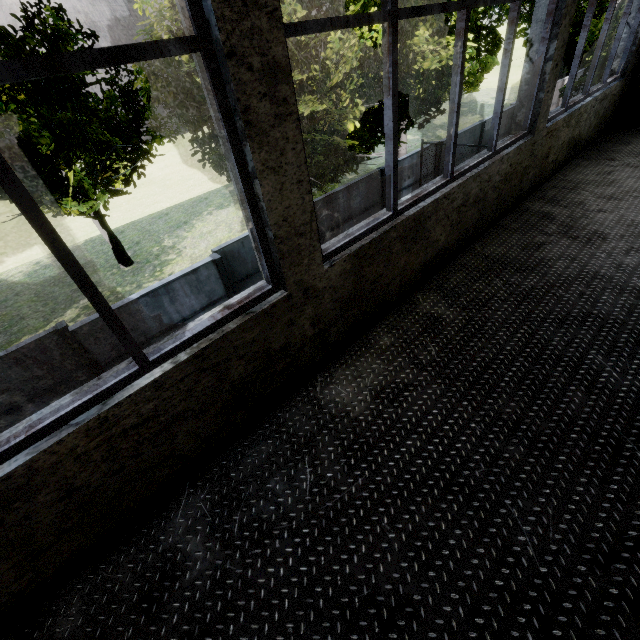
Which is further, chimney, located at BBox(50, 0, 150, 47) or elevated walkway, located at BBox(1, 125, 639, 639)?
chimney, located at BBox(50, 0, 150, 47)

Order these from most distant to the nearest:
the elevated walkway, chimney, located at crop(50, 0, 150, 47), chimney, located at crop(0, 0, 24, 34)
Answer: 1. chimney, located at crop(50, 0, 150, 47)
2. chimney, located at crop(0, 0, 24, 34)
3. the elevated walkway

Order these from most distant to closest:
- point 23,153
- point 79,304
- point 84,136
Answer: point 79,304 < point 84,136 < point 23,153

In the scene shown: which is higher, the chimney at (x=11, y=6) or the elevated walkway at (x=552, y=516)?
the chimney at (x=11, y=6)

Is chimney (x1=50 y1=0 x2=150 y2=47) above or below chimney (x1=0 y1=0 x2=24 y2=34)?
below

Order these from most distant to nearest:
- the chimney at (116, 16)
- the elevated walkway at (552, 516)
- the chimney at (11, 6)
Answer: the chimney at (116, 16)
the chimney at (11, 6)
the elevated walkway at (552, 516)

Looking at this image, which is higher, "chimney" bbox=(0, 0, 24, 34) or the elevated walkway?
"chimney" bbox=(0, 0, 24, 34)

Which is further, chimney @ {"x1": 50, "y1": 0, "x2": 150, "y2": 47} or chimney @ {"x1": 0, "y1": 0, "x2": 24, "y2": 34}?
chimney @ {"x1": 50, "y1": 0, "x2": 150, "y2": 47}
